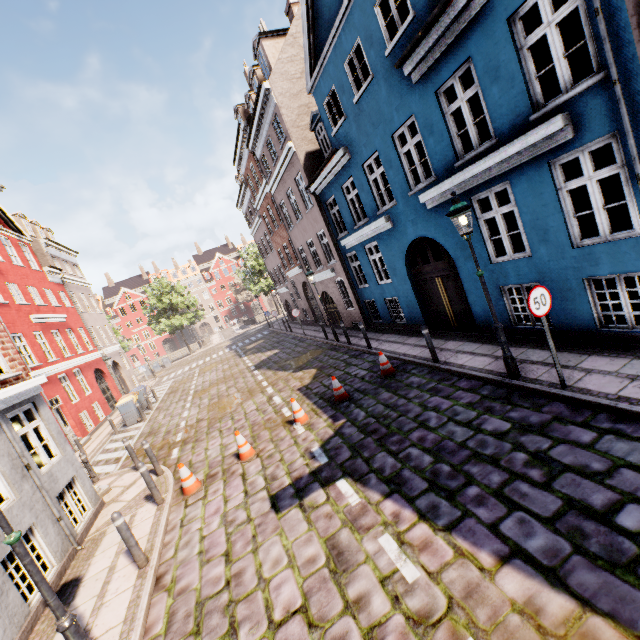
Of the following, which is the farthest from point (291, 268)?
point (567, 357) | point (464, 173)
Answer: point (567, 357)

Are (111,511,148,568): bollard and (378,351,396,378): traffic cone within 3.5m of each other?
no

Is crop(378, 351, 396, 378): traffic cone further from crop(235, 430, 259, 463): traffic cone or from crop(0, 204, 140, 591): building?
crop(235, 430, 259, 463): traffic cone

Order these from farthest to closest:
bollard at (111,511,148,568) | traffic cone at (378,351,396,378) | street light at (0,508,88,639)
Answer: traffic cone at (378,351,396,378) < bollard at (111,511,148,568) < street light at (0,508,88,639)

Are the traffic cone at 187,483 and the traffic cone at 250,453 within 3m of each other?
yes

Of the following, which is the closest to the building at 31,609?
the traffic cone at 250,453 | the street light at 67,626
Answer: the street light at 67,626

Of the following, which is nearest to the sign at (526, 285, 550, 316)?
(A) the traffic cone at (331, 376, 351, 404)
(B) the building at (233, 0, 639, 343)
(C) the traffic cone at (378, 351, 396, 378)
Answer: (B) the building at (233, 0, 639, 343)

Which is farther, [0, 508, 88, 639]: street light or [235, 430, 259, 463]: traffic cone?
[235, 430, 259, 463]: traffic cone
